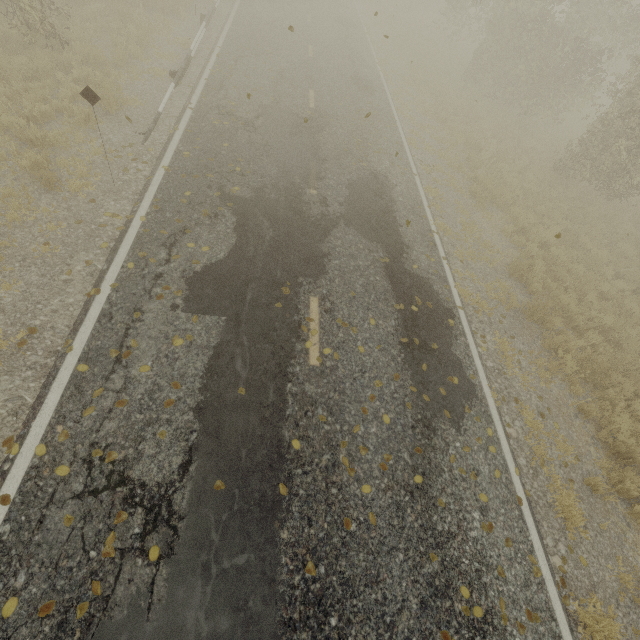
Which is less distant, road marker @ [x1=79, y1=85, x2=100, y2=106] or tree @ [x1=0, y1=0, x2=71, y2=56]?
road marker @ [x1=79, y1=85, x2=100, y2=106]

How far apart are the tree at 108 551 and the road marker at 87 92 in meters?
6.8

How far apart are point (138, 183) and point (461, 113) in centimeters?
1571cm

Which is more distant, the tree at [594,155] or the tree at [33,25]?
the tree at [594,155]

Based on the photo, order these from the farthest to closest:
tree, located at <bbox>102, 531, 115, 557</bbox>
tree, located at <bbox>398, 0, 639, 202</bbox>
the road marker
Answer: tree, located at <bbox>398, 0, 639, 202</bbox>, the road marker, tree, located at <bbox>102, 531, 115, 557</bbox>

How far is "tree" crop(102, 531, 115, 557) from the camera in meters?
3.6

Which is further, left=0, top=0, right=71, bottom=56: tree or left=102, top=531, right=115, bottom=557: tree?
left=0, top=0, right=71, bottom=56: tree

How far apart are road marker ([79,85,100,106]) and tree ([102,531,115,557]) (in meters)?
6.82
